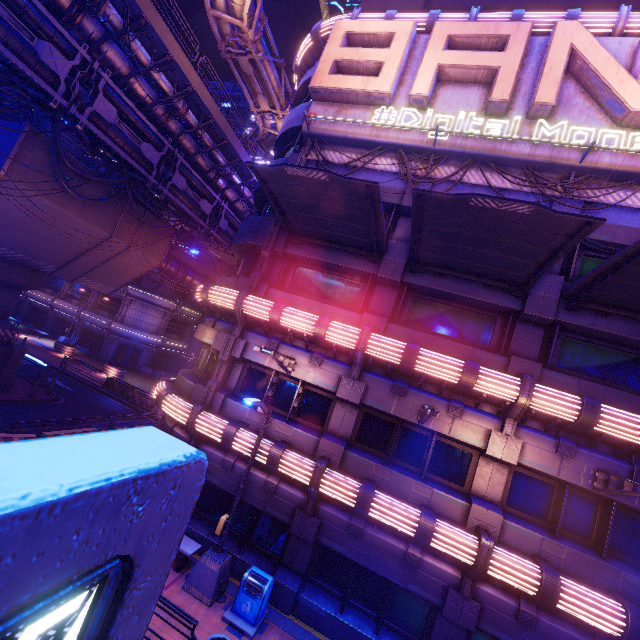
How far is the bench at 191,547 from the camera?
10.31m

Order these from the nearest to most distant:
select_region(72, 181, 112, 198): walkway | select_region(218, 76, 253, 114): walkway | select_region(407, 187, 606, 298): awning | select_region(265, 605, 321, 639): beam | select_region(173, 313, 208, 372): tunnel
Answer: select_region(407, 187, 606, 298): awning, select_region(265, 605, 321, 639): beam, select_region(72, 181, 112, 198): walkway, select_region(173, 313, 208, 372): tunnel, select_region(218, 76, 253, 114): walkway

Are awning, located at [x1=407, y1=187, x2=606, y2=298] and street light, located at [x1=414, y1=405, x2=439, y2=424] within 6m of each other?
yes

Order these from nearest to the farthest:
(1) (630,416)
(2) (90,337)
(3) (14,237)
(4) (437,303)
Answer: (1) (630,416), (4) (437,303), (3) (14,237), (2) (90,337)

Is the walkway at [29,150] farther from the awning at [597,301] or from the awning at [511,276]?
the awning at [597,301]

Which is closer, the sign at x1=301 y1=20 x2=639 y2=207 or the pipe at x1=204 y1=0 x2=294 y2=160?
the sign at x1=301 y1=20 x2=639 y2=207

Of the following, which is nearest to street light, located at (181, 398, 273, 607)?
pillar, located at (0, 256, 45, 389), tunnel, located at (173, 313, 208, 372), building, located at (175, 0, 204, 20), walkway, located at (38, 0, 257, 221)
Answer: walkway, located at (38, 0, 257, 221)

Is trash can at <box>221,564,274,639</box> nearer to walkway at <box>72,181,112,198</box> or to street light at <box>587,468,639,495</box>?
street light at <box>587,468,639,495</box>
